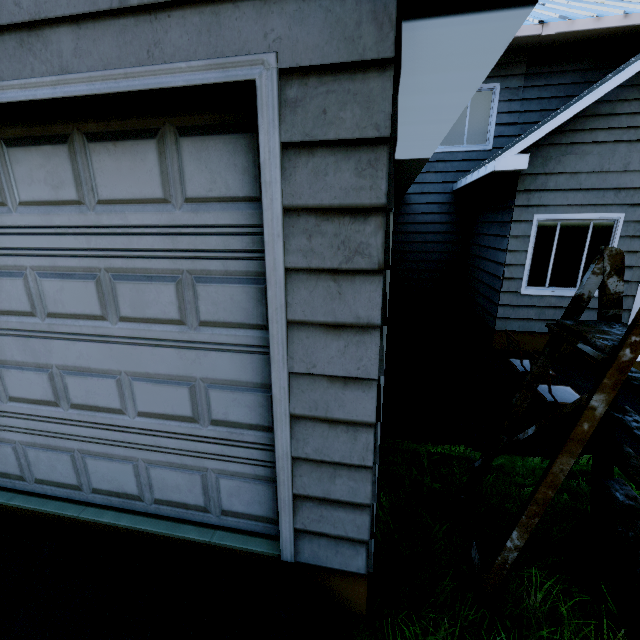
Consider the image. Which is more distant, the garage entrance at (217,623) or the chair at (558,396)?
the chair at (558,396)

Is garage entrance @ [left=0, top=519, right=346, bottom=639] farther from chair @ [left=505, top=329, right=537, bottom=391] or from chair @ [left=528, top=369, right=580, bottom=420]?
chair @ [left=505, top=329, right=537, bottom=391]

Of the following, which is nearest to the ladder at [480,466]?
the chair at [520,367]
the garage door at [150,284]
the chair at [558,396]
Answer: A: the garage door at [150,284]

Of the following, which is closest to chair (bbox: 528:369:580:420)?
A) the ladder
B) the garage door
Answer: the ladder

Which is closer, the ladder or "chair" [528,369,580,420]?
the ladder

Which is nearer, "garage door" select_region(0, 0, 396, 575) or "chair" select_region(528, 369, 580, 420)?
"garage door" select_region(0, 0, 396, 575)

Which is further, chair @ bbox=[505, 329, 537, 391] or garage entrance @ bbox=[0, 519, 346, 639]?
chair @ bbox=[505, 329, 537, 391]

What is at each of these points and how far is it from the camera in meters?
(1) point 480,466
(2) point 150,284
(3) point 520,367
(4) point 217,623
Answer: (1) ladder, 2.5 m
(2) garage door, 1.7 m
(3) chair, 4.5 m
(4) garage entrance, 1.6 m
